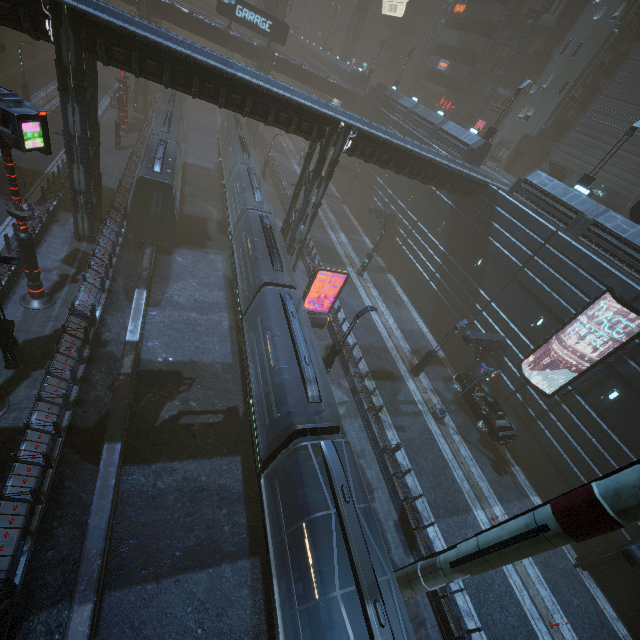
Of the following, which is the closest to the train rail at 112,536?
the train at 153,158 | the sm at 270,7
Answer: the train at 153,158

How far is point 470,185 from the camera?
25.1 meters

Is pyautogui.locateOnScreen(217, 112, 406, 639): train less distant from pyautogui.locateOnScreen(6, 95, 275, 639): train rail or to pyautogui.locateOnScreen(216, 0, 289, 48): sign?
pyautogui.locateOnScreen(6, 95, 275, 639): train rail

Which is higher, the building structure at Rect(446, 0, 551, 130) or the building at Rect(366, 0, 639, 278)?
the building structure at Rect(446, 0, 551, 130)

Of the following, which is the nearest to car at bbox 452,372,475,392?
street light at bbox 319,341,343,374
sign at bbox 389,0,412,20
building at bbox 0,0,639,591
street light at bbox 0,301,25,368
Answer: building at bbox 0,0,639,591

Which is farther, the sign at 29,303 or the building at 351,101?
the building at 351,101

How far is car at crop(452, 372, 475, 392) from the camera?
22.53m

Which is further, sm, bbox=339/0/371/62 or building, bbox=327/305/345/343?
sm, bbox=339/0/371/62
